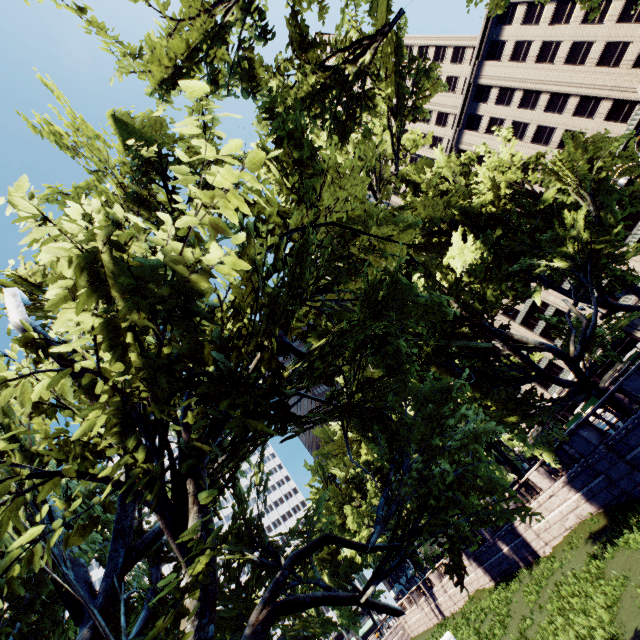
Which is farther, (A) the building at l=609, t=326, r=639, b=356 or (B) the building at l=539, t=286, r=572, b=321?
(B) the building at l=539, t=286, r=572, b=321

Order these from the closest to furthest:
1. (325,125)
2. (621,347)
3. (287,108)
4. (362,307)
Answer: (362,307), (287,108), (325,125), (621,347)

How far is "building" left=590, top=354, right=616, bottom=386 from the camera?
53.19m

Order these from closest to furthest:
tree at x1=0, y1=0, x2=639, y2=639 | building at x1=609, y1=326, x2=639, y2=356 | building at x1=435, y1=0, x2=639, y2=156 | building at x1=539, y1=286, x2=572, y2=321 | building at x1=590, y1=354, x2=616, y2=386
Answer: tree at x1=0, y1=0, x2=639, y2=639 < building at x1=435, y1=0, x2=639, y2=156 < building at x1=609, y1=326, x2=639, y2=356 < building at x1=590, y1=354, x2=616, y2=386 < building at x1=539, y1=286, x2=572, y2=321

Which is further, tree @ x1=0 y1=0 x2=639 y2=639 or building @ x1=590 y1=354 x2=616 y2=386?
building @ x1=590 y1=354 x2=616 y2=386

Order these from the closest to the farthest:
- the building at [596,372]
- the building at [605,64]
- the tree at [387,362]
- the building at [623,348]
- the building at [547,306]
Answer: the tree at [387,362], the building at [605,64], the building at [623,348], the building at [596,372], the building at [547,306]

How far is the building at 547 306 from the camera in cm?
5584
